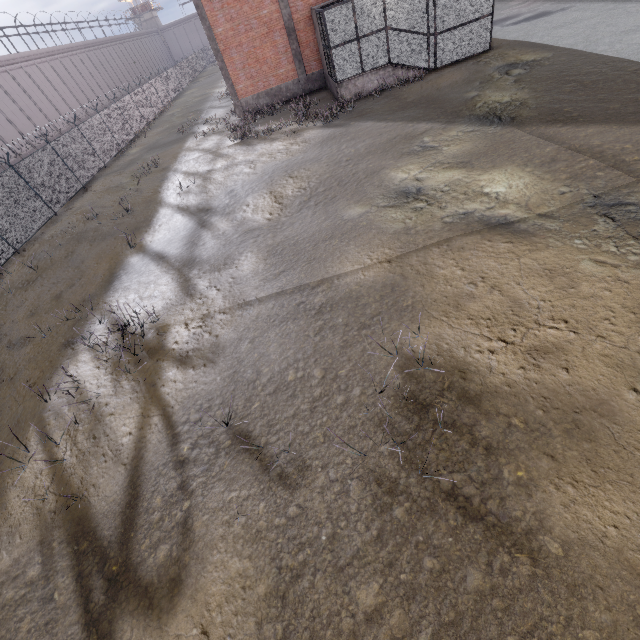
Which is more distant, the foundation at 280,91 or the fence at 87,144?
the foundation at 280,91

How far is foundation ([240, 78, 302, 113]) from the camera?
22.42m

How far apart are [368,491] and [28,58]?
49.16m

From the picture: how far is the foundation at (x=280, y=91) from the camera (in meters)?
22.42

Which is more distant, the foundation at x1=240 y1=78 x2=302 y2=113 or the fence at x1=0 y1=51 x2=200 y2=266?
the foundation at x1=240 y1=78 x2=302 y2=113
